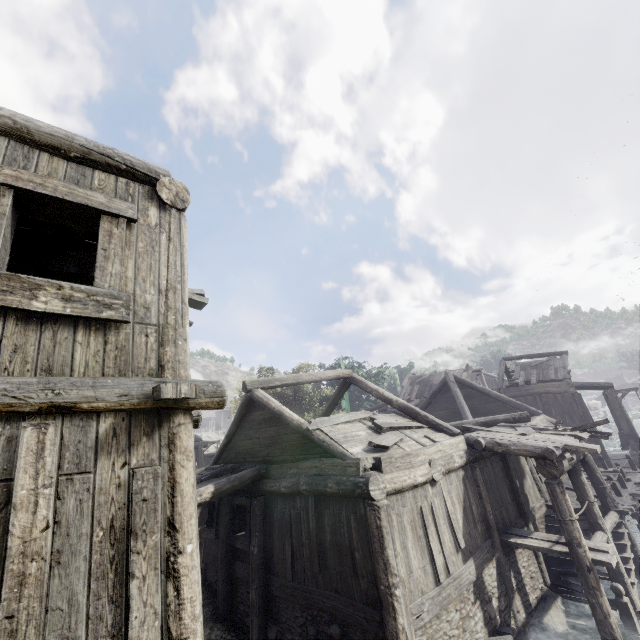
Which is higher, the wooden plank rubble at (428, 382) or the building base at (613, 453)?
the wooden plank rubble at (428, 382)

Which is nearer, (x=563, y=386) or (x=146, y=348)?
(x=146, y=348)

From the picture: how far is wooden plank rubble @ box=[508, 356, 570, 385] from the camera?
24.7 meters

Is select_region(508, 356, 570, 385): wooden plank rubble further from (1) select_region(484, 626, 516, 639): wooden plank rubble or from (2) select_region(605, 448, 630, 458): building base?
(1) select_region(484, 626, 516, 639): wooden plank rubble

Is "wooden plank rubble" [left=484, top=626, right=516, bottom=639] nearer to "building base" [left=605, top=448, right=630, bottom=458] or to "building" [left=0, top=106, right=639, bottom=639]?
"building" [left=0, top=106, right=639, bottom=639]

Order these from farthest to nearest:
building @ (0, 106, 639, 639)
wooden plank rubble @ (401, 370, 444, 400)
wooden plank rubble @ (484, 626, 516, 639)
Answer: wooden plank rubble @ (401, 370, 444, 400), wooden plank rubble @ (484, 626, 516, 639), building @ (0, 106, 639, 639)

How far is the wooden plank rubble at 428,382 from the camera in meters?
31.6 m

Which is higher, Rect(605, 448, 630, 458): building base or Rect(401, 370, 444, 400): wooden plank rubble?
Rect(401, 370, 444, 400): wooden plank rubble
